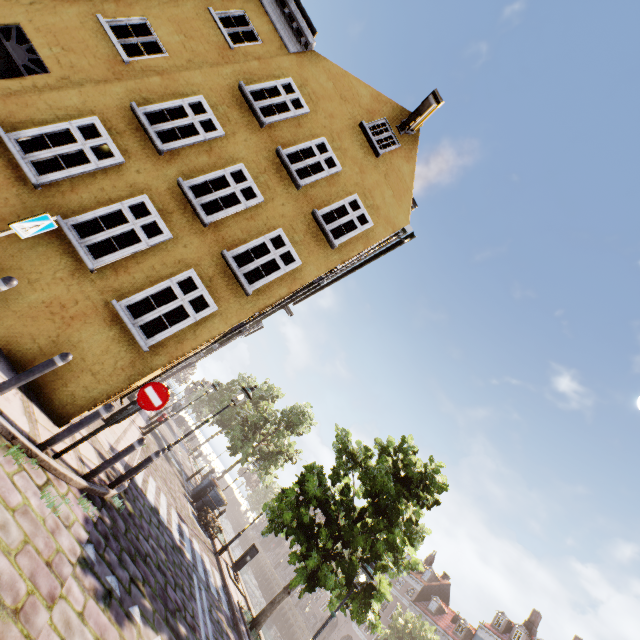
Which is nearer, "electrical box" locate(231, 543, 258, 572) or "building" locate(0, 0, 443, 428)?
"building" locate(0, 0, 443, 428)

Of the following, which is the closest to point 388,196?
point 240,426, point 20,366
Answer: point 20,366

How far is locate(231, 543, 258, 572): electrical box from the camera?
14.51m

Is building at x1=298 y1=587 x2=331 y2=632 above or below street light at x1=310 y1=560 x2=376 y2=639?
below

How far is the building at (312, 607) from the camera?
44.1 meters

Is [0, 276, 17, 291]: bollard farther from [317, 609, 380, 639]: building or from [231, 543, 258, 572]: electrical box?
[317, 609, 380, 639]: building

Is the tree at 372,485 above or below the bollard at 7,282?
above

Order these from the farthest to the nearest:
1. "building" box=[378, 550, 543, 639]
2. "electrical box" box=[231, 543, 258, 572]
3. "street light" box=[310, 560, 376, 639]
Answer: "building" box=[378, 550, 543, 639] < "electrical box" box=[231, 543, 258, 572] < "street light" box=[310, 560, 376, 639]
